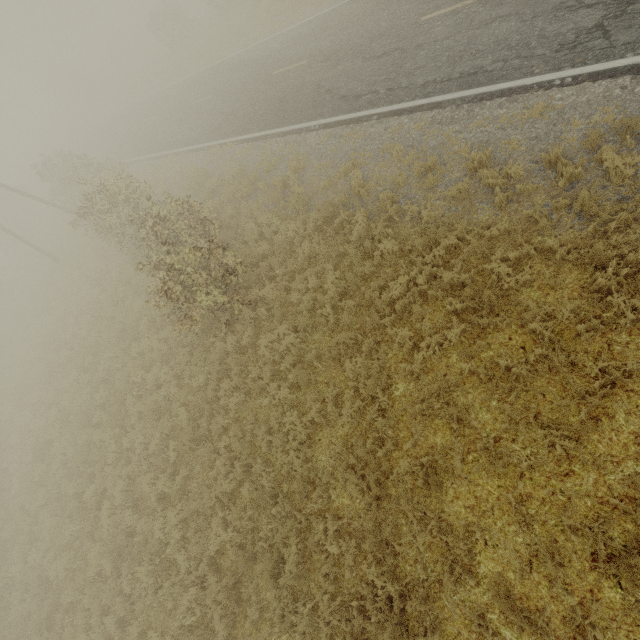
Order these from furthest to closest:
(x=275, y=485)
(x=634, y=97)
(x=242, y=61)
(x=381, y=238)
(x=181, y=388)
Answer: (x=242, y=61)
(x=181, y=388)
(x=381, y=238)
(x=275, y=485)
(x=634, y=97)
